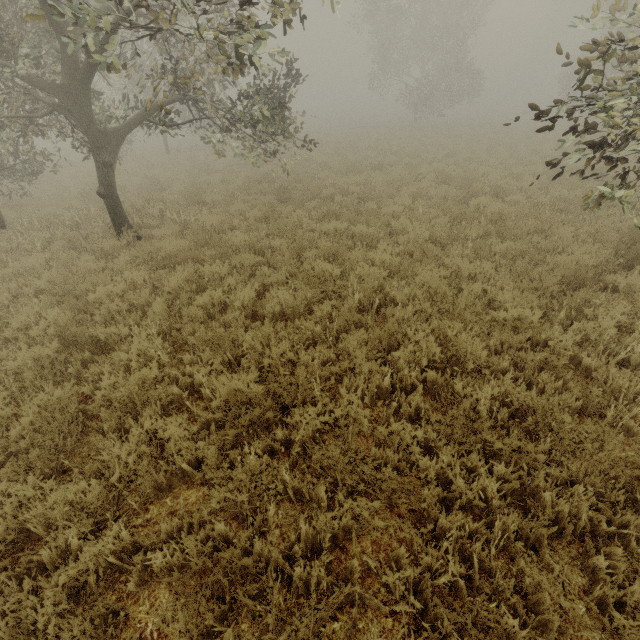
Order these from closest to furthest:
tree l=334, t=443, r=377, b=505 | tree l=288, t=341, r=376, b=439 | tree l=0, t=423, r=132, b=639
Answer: tree l=0, t=423, r=132, b=639 < tree l=334, t=443, r=377, b=505 < tree l=288, t=341, r=376, b=439

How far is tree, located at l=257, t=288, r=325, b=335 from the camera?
→ 5.2 meters

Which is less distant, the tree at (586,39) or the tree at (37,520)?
the tree at (37,520)

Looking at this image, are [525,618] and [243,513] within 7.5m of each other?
yes

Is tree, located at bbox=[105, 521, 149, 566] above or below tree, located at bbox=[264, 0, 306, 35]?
below

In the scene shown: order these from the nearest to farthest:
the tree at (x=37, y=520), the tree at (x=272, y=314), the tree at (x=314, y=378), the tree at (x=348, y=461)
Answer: the tree at (x=37, y=520), the tree at (x=348, y=461), the tree at (x=314, y=378), the tree at (x=272, y=314)
